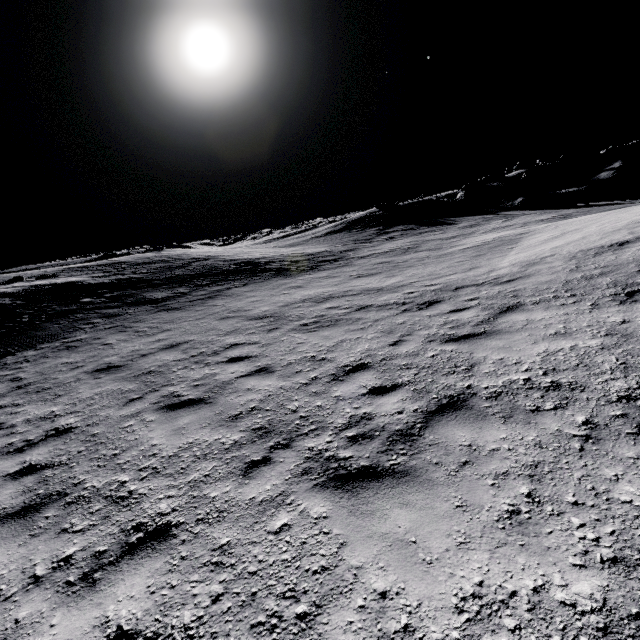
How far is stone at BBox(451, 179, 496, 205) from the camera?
38.44m

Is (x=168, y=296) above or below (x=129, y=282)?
below

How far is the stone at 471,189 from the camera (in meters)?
38.44
